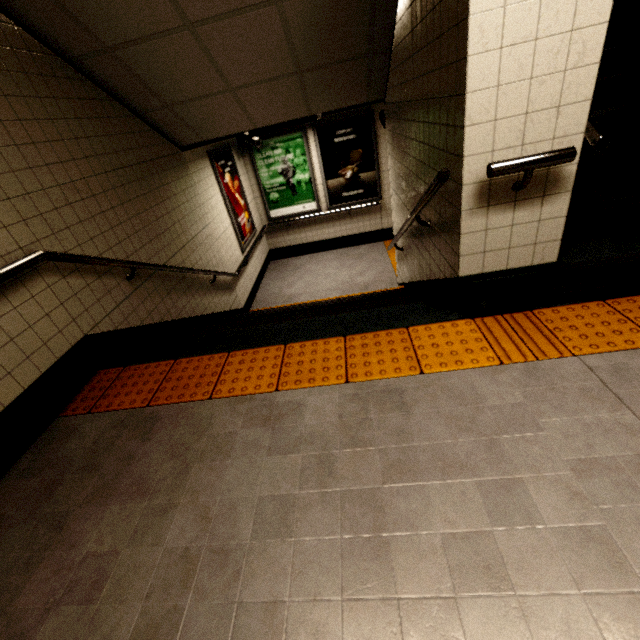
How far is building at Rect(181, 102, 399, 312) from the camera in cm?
542

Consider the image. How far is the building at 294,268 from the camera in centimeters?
542cm

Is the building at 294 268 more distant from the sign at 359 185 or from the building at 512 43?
the building at 512 43

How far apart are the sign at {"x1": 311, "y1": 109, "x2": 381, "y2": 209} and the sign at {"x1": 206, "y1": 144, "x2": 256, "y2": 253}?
1.74m

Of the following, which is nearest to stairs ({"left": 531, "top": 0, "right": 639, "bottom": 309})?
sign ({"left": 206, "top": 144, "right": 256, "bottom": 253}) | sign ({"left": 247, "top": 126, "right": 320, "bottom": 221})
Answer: sign ({"left": 247, "top": 126, "right": 320, "bottom": 221})

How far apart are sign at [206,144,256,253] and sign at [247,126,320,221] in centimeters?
67cm

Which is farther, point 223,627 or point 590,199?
point 590,199

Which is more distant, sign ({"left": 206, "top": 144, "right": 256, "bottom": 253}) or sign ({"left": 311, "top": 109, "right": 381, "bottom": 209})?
sign ({"left": 311, "top": 109, "right": 381, "bottom": 209})
